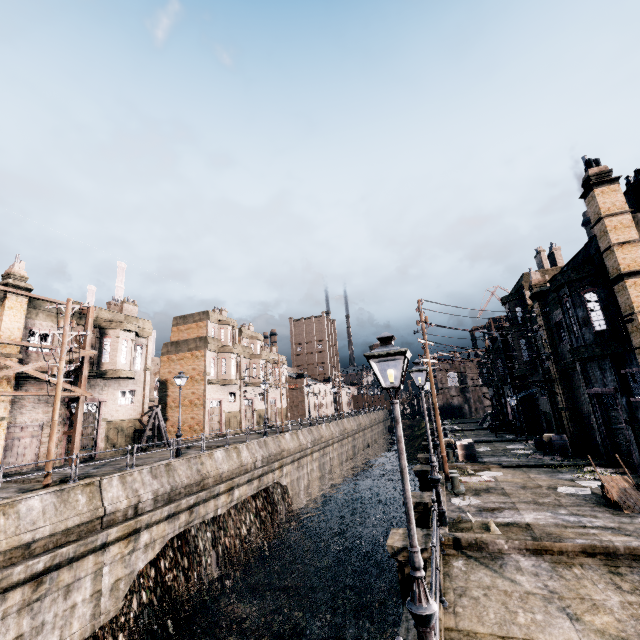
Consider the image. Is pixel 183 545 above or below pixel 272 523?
above

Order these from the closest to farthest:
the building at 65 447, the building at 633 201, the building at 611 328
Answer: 1. the building at 633 201
2. the building at 611 328
3. the building at 65 447

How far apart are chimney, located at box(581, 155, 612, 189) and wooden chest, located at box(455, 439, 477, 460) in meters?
17.1 m

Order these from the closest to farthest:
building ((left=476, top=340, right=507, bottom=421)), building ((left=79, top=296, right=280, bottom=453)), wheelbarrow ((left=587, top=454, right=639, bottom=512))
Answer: wheelbarrow ((left=587, top=454, right=639, bottom=512)) < building ((left=79, top=296, right=280, bottom=453)) < building ((left=476, top=340, right=507, bottom=421))

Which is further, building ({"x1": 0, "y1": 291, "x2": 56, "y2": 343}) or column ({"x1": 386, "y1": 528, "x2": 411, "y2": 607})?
building ({"x1": 0, "y1": 291, "x2": 56, "y2": 343})

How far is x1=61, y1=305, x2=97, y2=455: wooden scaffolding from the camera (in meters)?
22.88

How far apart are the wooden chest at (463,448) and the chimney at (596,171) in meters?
17.1

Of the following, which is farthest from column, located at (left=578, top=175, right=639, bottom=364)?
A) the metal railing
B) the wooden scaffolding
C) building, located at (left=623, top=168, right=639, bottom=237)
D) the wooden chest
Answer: the wooden scaffolding
